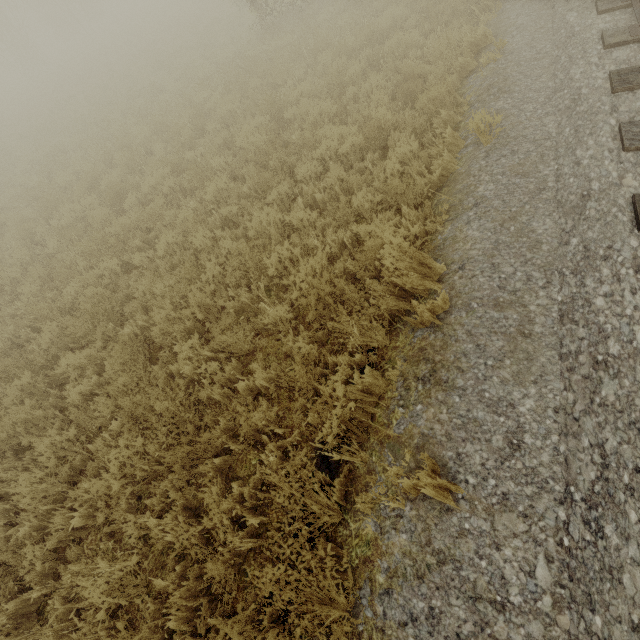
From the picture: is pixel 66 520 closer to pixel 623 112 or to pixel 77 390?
pixel 77 390
